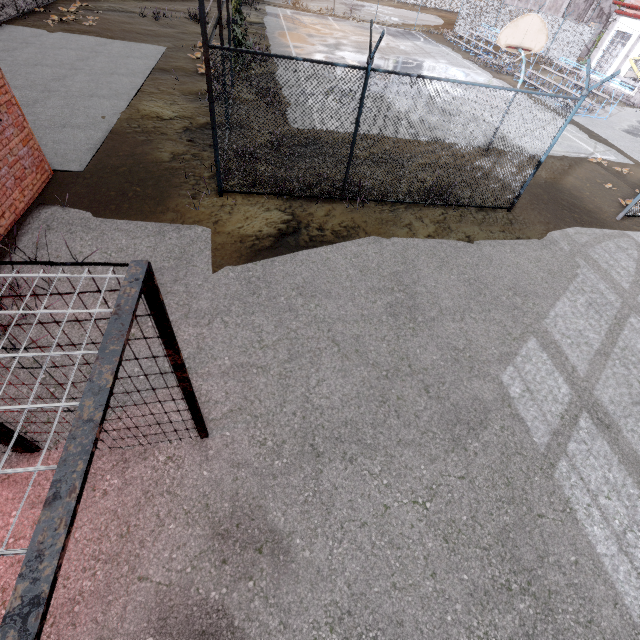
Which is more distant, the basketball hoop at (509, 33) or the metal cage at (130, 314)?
the basketball hoop at (509, 33)

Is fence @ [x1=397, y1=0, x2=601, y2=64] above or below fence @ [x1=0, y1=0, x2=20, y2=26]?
above

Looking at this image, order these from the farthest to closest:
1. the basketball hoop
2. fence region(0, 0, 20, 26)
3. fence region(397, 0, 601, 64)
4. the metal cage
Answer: fence region(397, 0, 601, 64) < fence region(0, 0, 20, 26) < the basketball hoop < the metal cage

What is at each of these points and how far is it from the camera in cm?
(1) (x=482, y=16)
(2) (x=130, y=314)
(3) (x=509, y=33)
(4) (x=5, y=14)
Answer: (1) fence, 3084
(2) metal cage, 166
(3) basketball hoop, 1045
(4) fence, 1408

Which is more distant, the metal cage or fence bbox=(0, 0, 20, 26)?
fence bbox=(0, 0, 20, 26)

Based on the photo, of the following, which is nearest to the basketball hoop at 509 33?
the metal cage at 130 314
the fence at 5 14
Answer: the fence at 5 14

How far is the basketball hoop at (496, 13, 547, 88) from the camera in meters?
10.2

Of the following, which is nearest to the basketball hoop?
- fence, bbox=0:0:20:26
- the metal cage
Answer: fence, bbox=0:0:20:26
